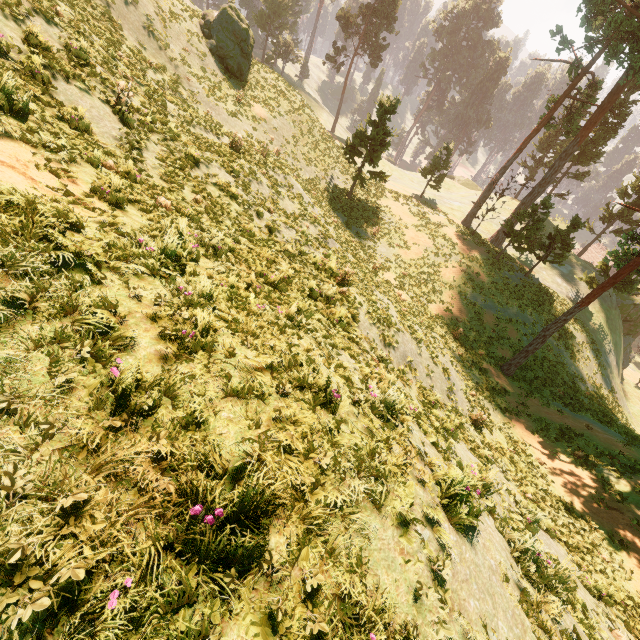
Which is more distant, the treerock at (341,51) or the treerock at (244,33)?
the treerock at (341,51)

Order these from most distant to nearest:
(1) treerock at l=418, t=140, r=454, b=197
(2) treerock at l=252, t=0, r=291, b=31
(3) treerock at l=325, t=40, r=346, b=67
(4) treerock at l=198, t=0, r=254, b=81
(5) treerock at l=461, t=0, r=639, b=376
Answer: (2) treerock at l=252, t=0, r=291, b=31, (3) treerock at l=325, t=40, r=346, b=67, (1) treerock at l=418, t=140, r=454, b=197, (4) treerock at l=198, t=0, r=254, b=81, (5) treerock at l=461, t=0, r=639, b=376

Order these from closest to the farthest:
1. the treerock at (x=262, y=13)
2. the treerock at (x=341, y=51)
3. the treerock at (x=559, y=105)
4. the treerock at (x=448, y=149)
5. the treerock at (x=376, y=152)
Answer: the treerock at (x=559, y=105) < the treerock at (x=376, y=152) < the treerock at (x=448, y=149) < the treerock at (x=341, y=51) < the treerock at (x=262, y=13)

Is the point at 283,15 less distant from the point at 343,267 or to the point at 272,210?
the point at 272,210

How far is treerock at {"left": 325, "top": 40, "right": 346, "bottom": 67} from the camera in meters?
48.6 m

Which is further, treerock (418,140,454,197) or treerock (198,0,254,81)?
treerock (418,140,454,197)
